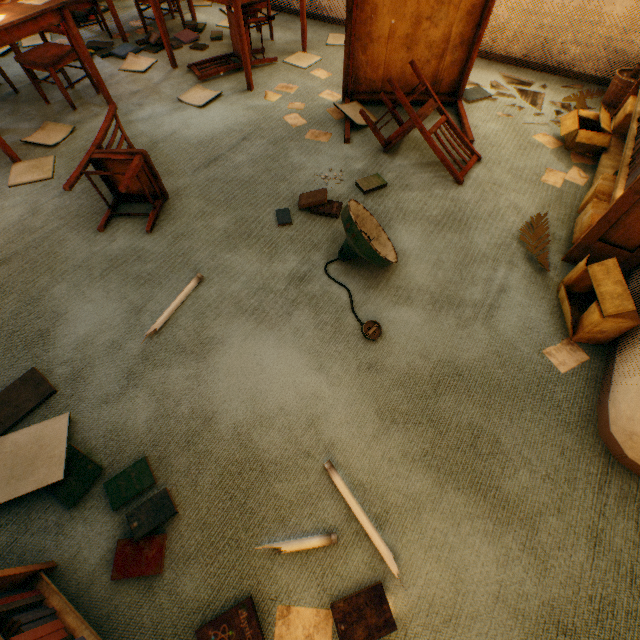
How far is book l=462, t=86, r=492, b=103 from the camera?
3.25m

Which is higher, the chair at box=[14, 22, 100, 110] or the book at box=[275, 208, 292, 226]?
the chair at box=[14, 22, 100, 110]

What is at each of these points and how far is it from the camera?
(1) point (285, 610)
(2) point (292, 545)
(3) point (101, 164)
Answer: (1) paper, 1.2m
(2) lamp, 1.3m
(3) chair, 2.3m

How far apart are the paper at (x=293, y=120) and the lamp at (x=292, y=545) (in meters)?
3.28

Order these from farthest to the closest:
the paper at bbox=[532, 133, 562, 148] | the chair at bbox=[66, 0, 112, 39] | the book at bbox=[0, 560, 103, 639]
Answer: the chair at bbox=[66, 0, 112, 39] → the paper at bbox=[532, 133, 562, 148] → the book at bbox=[0, 560, 103, 639]

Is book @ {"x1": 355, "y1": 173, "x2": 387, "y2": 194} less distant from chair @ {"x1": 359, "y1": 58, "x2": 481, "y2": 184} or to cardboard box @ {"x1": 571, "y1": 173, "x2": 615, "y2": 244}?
chair @ {"x1": 359, "y1": 58, "x2": 481, "y2": 184}

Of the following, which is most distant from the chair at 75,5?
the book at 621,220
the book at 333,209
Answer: the book at 621,220

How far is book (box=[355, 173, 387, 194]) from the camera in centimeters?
251cm
